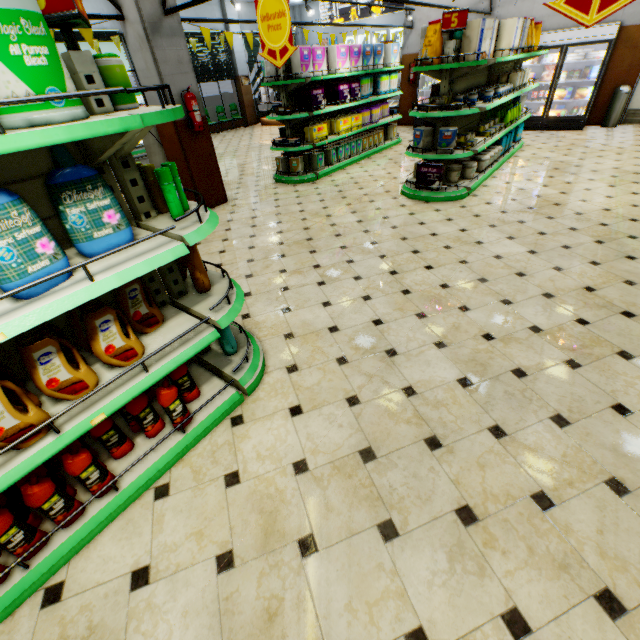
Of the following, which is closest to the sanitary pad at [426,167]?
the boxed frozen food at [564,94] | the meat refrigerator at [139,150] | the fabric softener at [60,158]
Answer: the fabric softener at [60,158]

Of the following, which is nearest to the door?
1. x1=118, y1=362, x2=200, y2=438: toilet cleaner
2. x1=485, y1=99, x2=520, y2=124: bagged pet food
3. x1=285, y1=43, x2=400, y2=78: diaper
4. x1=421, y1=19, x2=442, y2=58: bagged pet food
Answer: x1=485, y1=99, x2=520, y2=124: bagged pet food

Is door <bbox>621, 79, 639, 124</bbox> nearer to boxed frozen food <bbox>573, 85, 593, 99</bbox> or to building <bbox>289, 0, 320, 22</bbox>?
building <bbox>289, 0, 320, 22</bbox>

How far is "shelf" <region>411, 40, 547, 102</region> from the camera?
4.6 meters

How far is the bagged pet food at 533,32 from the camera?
6.03m

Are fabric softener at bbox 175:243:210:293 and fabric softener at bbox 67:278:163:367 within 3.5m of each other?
yes

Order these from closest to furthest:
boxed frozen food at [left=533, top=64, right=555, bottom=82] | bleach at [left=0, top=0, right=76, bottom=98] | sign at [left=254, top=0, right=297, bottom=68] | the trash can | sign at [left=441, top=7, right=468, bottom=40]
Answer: bleach at [left=0, top=0, right=76, bottom=98] < sign at [left=254, top=0, right=297, bottom=68] < sign at [left=441, top=7, right=468, bottom=40] < the trash can < boxed frozen food at [left=533, top=64, right=555, bottom=82]

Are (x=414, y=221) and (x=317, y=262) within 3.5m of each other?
yes
